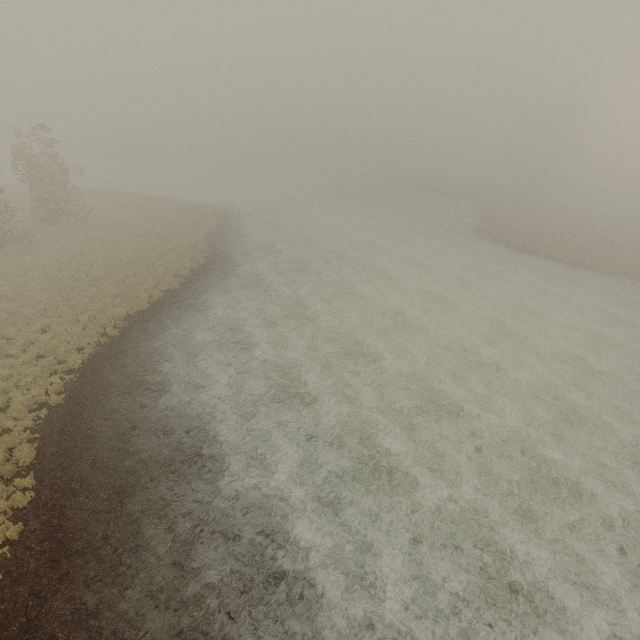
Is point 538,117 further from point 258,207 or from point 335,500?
point 335,500
